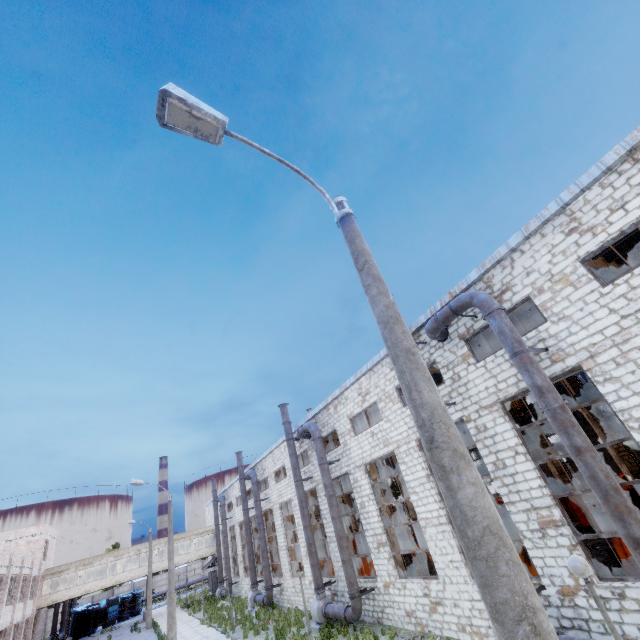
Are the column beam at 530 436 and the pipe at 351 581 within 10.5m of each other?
no

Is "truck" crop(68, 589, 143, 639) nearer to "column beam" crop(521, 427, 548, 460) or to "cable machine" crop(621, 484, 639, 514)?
"cable machine" crop(621, 484, 639, 514)

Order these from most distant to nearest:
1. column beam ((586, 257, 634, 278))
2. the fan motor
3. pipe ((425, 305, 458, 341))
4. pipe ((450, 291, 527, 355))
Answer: the fan motor, column beam ((586, 257, 634, 278)), pipe ((425, 305, 458, 341)), pipe ((450, 291, 527, 355))

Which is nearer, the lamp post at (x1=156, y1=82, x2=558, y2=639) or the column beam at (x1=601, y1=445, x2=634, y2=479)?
the lamp post at (x1=156, y1=82, x2=558, y2=639)

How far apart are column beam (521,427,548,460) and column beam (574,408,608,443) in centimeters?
404cm

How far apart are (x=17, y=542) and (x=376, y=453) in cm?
4540

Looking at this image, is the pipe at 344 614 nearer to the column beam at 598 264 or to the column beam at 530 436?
the column beam at 598 264

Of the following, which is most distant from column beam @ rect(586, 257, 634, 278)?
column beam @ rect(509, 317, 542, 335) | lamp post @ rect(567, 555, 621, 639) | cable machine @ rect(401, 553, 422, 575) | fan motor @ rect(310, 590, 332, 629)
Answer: fan motor @ rect(310, 590, 332, 629)
